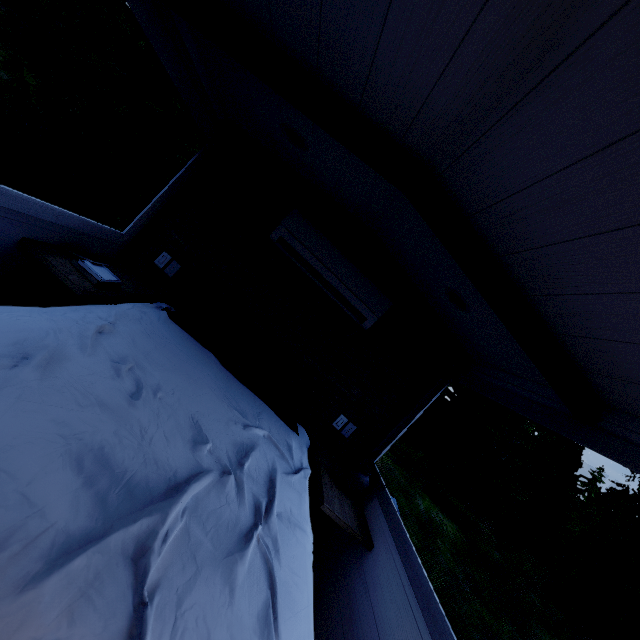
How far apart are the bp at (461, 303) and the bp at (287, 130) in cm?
126

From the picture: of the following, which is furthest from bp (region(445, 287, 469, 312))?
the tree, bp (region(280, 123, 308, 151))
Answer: bp (region(280, 123, 308, 151))

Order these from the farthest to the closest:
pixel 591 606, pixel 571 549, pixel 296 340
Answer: pixel 571 549, pixel 591 606, pixel 296 340

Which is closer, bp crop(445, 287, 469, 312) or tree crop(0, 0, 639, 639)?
tree crop(0, 0, 639, 639)

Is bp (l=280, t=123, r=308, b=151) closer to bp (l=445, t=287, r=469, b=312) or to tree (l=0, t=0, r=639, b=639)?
tree (l=0, t=0, r=639, b=639)

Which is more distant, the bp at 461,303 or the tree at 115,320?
the bp at 461,303
